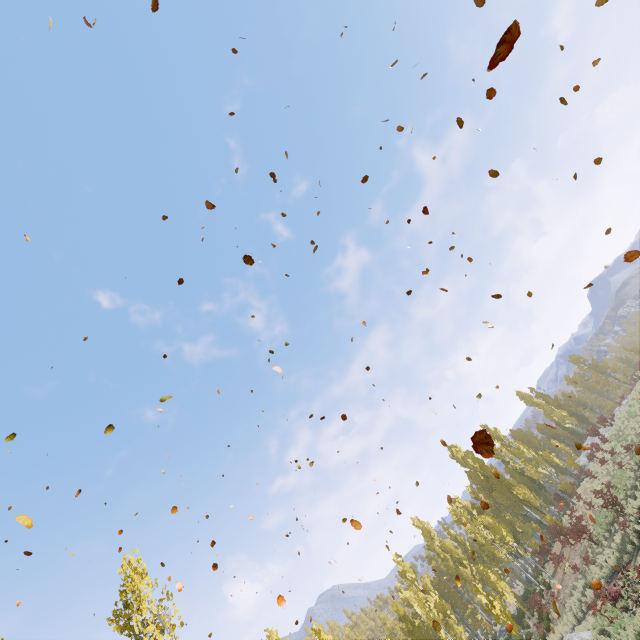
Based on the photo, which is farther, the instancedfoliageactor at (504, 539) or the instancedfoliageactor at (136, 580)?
the instancedfoliageactor at (504, 539)

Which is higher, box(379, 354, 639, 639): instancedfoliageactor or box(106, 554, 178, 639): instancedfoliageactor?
box(106, 554, 178, 639): instancedfoliageactor

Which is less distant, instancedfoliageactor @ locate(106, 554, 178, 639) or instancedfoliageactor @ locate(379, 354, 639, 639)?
instancedfoliageactor @ locate(106, 554, 178, 639)

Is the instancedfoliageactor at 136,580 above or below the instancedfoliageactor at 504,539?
above

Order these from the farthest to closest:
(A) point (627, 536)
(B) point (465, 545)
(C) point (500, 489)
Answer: (B) point (465, 545) → (C) point (500, 489) → (A) point (627, 536)
